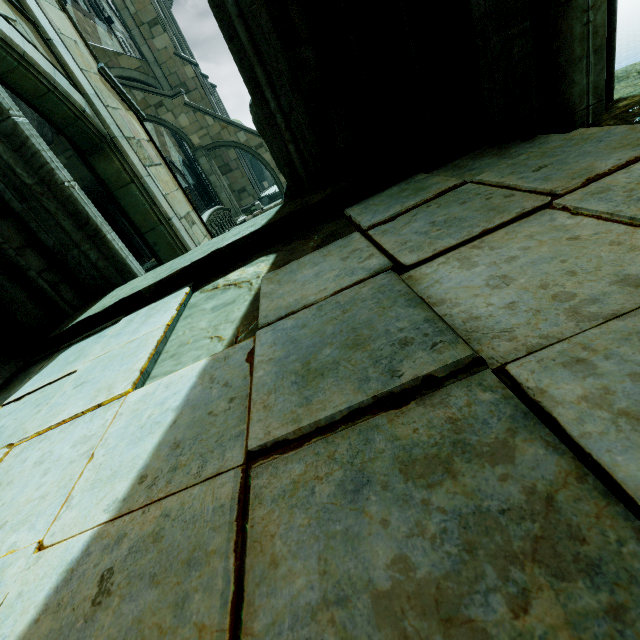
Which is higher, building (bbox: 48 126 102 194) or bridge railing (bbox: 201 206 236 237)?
building (bbox: 48 126 102 194)

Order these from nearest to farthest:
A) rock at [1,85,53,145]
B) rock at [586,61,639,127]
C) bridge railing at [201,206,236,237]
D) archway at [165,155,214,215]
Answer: rock at [586,61,639,127], bridge railing at [201,206,236,237], rock at [1,85,53,145], archway at [165,155,214,215]

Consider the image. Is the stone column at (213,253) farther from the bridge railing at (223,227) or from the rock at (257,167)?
the rock at (257,167)

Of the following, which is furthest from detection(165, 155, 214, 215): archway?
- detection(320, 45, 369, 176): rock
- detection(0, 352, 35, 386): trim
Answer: detection(0, 352, 35, 386): trim

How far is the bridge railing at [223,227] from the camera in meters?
13.3 m

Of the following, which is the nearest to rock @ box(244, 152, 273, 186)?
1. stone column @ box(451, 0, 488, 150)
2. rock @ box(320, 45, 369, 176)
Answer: rock @ box(320, 45, 369, 176)

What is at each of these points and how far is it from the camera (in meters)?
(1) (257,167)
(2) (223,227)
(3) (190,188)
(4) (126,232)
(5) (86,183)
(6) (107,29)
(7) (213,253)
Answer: (1) rock, 30.31
(2) bridge railing, 15.31
(3) archway, 28.03
(4) archway, 21.45
(5) building, 16.58
(6) building, 25.30
(7) stone column, 3.30

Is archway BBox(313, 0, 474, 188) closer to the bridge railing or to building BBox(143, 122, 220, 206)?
the bridge railing
